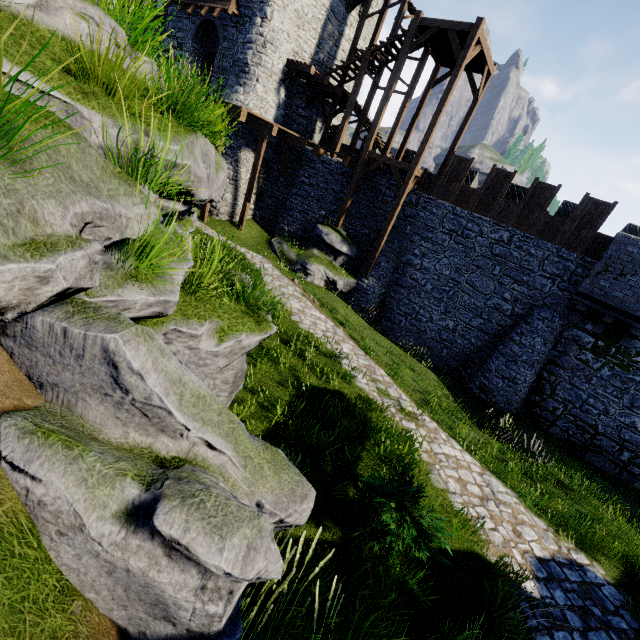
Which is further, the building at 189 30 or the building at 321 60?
the building at 321 60

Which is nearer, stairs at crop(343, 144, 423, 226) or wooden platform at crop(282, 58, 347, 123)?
stairs at crop(343, 144, 423, 226)

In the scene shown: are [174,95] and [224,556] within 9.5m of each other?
yes

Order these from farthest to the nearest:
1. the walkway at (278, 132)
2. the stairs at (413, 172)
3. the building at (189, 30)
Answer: the building at (189, 30), the stairs at (413, 172), the walkway at (278, 132)

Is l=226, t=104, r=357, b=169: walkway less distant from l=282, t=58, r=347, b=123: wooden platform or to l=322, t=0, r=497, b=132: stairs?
l=322, t=0, r=497, b=132: stairs

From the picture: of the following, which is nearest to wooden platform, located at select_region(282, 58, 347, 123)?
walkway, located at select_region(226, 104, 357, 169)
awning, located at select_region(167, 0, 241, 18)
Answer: walkway, located at select_region(226, 104, 357, 169)

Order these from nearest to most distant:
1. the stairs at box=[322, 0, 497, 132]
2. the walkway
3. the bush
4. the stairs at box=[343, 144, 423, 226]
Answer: the bush → the stairs at box=[322, 0, 497, 132] → the walkway → the stairs at box=[343, 144, 423, 226]

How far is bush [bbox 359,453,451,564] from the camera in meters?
4.3 m
